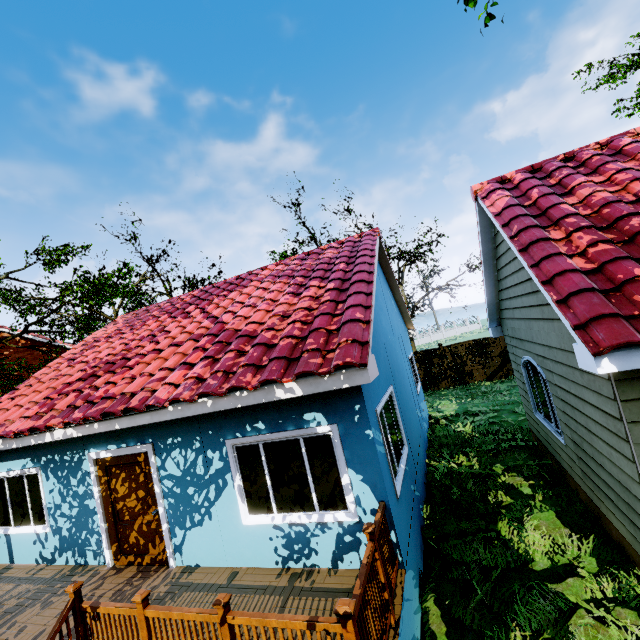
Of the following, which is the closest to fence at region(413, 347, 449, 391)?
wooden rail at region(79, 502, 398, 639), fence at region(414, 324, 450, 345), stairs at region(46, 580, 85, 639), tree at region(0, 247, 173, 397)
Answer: fence at region(414, 324, 450, 345)

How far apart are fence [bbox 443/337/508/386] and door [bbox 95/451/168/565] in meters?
15.0 m

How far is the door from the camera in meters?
6.0 m

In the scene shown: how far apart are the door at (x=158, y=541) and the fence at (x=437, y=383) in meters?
15.0

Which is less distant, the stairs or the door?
the stairs

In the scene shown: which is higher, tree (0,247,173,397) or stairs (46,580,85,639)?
tree (0,247,173,397)

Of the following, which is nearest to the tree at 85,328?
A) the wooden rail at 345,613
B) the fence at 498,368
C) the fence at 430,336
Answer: the fence at 430,336

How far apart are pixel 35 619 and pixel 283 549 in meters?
4.3 m
